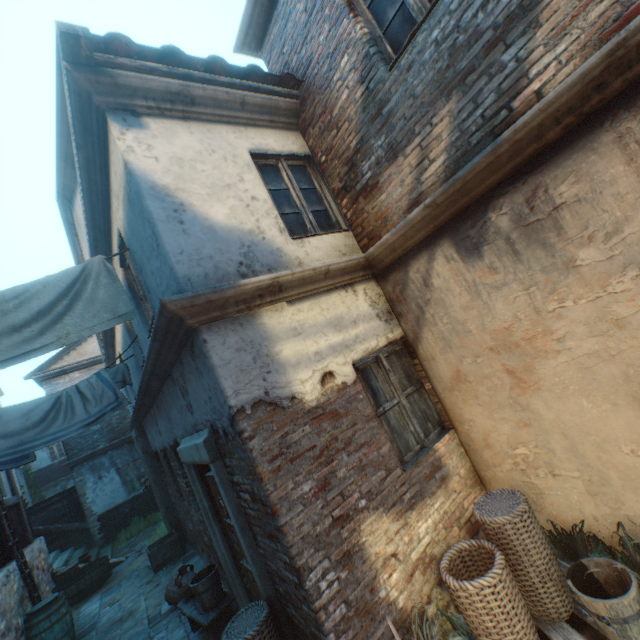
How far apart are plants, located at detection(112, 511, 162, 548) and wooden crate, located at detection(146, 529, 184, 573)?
5.2m

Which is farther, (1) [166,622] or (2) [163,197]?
(1) [166,622]

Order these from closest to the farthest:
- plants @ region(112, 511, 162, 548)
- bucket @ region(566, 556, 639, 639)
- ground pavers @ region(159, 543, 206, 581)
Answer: bucket @ region(566, 556, 639, 639) → ground pavers @ region(159, 543, 206, 581) → plants @ region(112, 511, 162, 548)

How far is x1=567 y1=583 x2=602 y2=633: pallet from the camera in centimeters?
261cm

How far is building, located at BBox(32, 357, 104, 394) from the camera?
14.30m

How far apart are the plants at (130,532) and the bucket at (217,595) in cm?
1056

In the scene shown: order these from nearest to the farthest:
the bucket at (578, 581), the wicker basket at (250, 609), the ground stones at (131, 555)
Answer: the bucket at (578, 581) < the wicker basket at (250, 609) < the ground stones at (131, 555)

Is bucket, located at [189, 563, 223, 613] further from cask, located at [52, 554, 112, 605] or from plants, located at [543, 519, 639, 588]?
cask, located at [52, 554, 112, 605]
